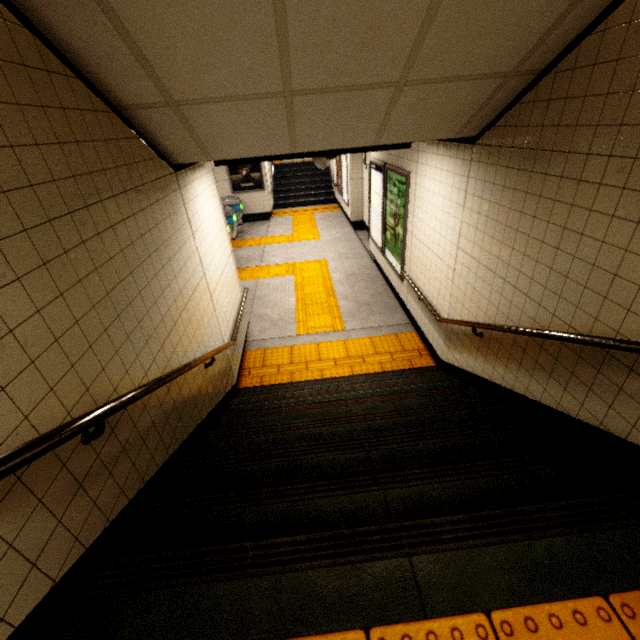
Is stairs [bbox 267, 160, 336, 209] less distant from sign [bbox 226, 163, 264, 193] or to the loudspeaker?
sign [bbox 226, 163, 264, 193]

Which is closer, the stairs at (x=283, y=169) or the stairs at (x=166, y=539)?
the stairs at (x=166, y=539)

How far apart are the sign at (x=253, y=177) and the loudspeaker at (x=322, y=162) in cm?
783

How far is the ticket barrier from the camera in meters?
10.7 m

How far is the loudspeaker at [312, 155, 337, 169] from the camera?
4.71m

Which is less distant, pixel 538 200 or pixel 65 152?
pixel 65 152

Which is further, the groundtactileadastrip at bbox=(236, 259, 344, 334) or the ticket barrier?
the ticket barrier

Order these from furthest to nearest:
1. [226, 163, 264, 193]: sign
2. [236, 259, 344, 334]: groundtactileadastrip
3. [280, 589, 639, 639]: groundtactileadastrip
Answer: [226, 163, 264, 193]: sign → [236, 259, 344, 334]: groundtactileadastrip → [280, 589, 639, 639]: groundtactileadastrip
